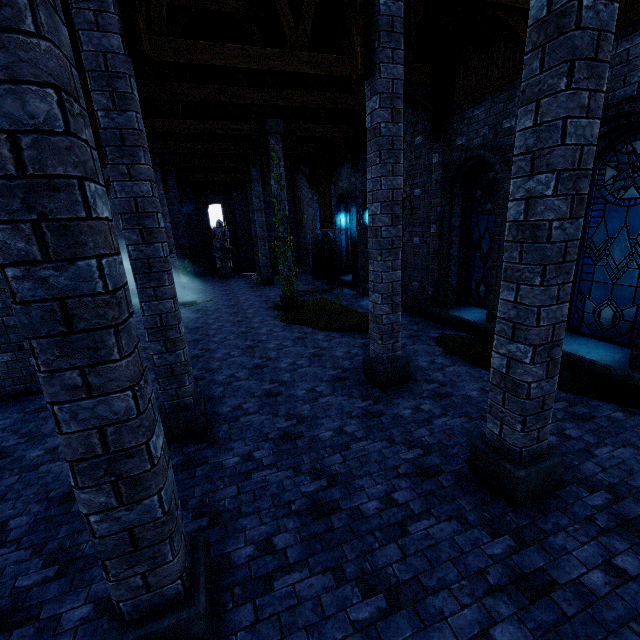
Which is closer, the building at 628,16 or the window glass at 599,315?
the building at 628,16

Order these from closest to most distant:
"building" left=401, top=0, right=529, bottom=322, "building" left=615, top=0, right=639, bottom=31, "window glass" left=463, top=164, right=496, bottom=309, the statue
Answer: "building" left=615, top=0, right=639, bottom=31 → "building" left=401, top=0, right=529, bottom=322 → "window glass" left=463, top=164, right=496, bottom=309 → the statue

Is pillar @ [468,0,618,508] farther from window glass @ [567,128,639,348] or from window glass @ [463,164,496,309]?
window glass @ [463,164,496,309]

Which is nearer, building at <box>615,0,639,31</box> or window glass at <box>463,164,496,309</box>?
building at <box>615,0,639,31</box>

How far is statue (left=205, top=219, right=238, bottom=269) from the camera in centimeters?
2259cm

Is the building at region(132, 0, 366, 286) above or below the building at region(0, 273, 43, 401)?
above

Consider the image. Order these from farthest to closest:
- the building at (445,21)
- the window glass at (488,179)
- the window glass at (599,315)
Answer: the window glass at (488,179)
the building at (445,21)
the window glass at (599,315)

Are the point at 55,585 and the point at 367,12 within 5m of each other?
no
